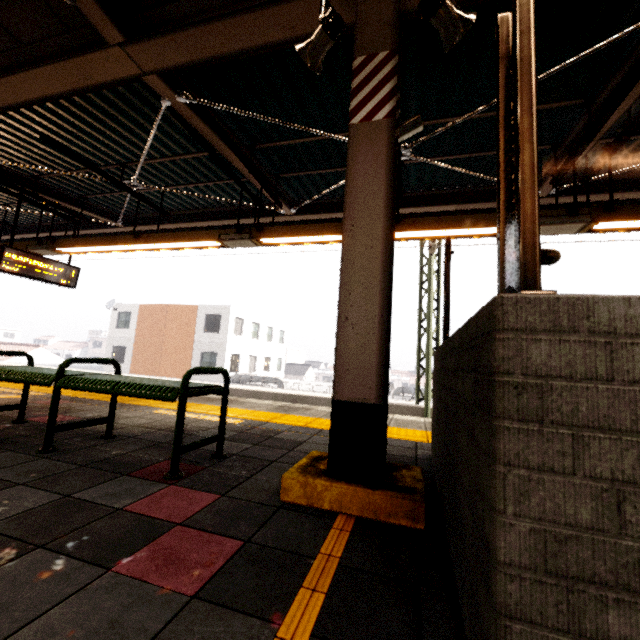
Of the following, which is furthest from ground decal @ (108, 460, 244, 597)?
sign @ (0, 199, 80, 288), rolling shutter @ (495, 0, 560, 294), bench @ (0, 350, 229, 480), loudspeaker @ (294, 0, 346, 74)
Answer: sign @ (0, 199, 80, 288)

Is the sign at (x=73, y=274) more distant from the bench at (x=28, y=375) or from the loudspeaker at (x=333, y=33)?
the loudspeaker at (x=333, y=33)

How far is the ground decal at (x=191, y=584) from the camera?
1.2m

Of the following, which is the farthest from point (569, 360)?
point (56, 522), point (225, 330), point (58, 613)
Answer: point (225, 330)

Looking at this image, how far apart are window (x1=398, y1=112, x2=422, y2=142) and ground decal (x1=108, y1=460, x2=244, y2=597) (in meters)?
3.81

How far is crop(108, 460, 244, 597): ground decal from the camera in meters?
1.2

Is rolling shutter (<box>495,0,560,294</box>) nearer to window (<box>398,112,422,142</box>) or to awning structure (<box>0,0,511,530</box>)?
awning structure (<box>0,0,511,530</box>)

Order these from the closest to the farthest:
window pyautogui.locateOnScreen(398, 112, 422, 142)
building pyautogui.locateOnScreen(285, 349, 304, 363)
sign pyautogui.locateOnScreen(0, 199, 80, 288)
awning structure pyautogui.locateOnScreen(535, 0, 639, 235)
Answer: awning structure pyautogui.locateOnScreen(535, 0, 639, 235), window pyautogui.locateOnScreen(398, 112, 422, 142), sign pyautogui.locateOnScreen(0, 199, 80, 288), building pyautogui.locateOnScreen(285, 349, 304, 363)
